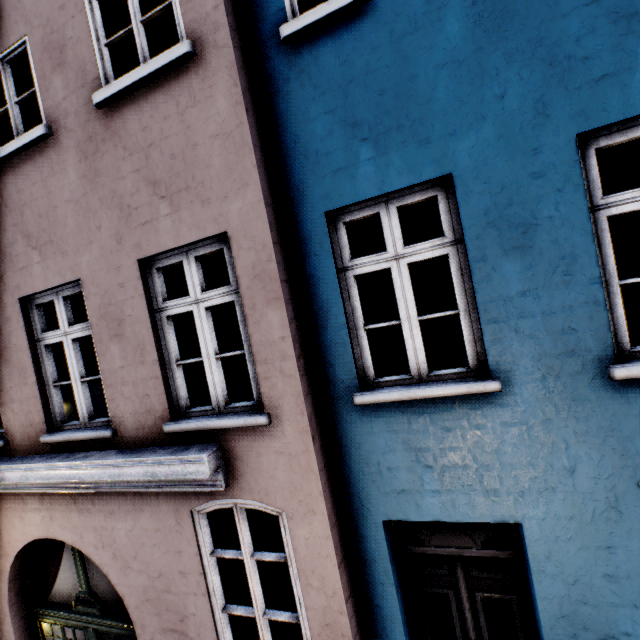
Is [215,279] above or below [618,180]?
above
